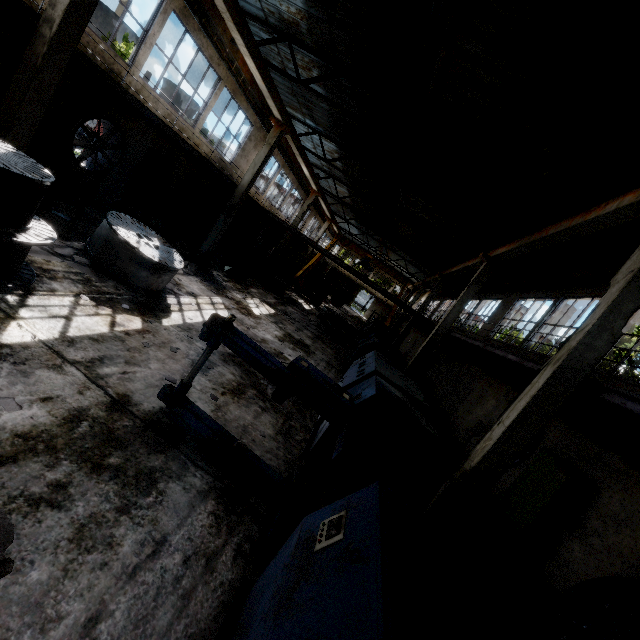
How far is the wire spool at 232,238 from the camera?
20.72m

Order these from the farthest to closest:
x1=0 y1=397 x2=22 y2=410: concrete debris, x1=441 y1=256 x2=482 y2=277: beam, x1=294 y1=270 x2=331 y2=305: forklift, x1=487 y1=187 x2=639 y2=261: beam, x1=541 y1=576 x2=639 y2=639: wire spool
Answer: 1. x1=294 y1=270 x2=331 y2=305: forklift
2. x1=441 y1=256 x2=482 y2=277: beam
3. x1=487 y1=187 x2=639 y2=261: beam
4. x1=541 y1=576 x2=639 y2=639: wire spool
5. x1=0 y1=397 x2=22 y2=410: concrete debris

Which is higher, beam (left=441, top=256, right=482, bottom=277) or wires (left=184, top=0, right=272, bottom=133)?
wires (left=184, top=0, right=272, bottom=133)

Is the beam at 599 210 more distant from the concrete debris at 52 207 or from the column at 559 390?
the concrete debris at 52 207

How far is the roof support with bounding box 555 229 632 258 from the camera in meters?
10.8

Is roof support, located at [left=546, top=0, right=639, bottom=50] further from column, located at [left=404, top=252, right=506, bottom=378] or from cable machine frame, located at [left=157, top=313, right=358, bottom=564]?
column, located at [left=404, top=252, right=506, bottom=378]

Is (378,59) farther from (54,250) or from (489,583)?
(489,583)

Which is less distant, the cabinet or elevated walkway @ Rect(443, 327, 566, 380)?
elevated walkway @ Rect(443, 327, 566, 380)
